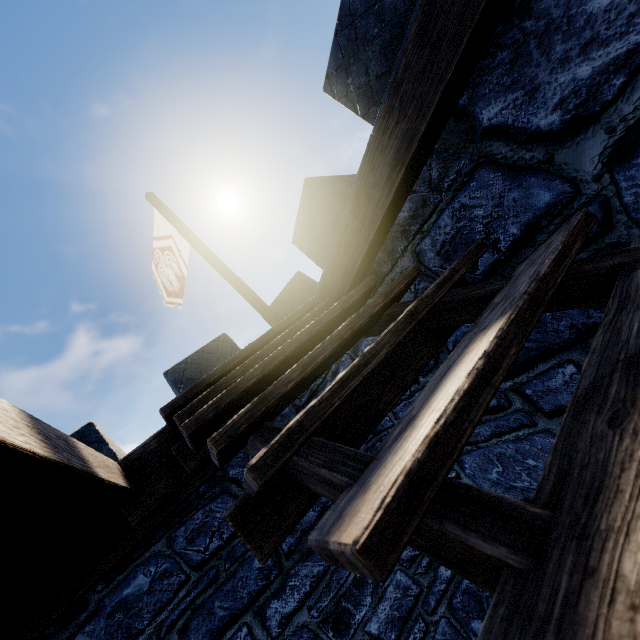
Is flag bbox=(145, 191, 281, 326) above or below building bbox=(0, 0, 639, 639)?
above

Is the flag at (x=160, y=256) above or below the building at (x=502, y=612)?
above

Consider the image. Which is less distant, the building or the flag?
the building

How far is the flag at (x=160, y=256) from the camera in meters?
6.6 m

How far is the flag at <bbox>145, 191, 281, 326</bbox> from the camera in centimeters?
656cm

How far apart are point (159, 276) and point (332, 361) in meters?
8.6 m
